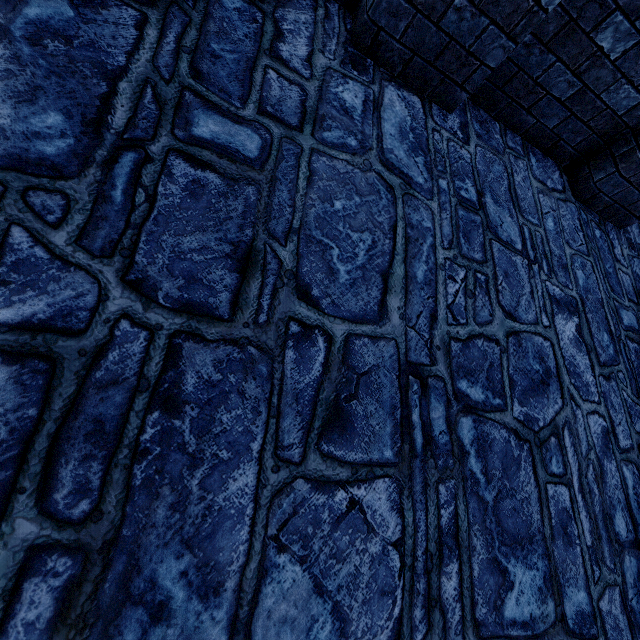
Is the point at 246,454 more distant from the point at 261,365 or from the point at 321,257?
the point at 321,257
